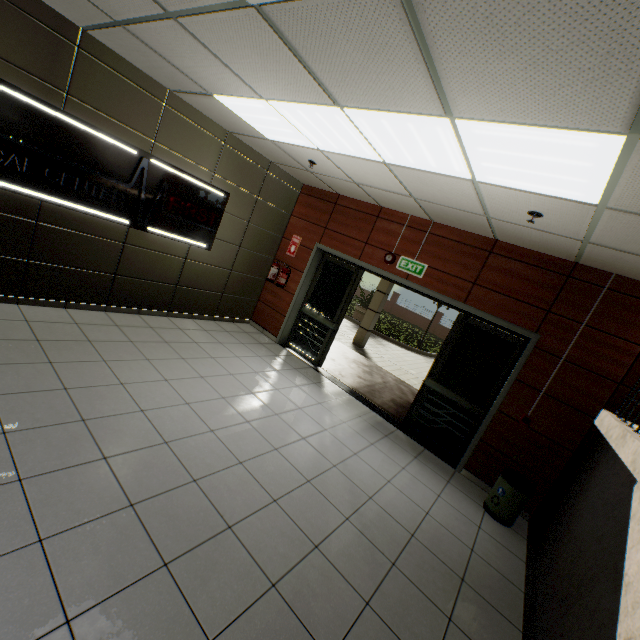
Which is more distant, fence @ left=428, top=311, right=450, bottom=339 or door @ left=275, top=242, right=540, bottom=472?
fence @ left=428, top=311, right=450, bottom=339

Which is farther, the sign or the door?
the door

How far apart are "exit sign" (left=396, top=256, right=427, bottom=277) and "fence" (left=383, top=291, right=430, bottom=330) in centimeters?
2389cm

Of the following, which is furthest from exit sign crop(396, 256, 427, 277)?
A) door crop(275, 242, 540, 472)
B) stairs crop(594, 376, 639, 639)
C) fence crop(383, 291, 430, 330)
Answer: fence crop(383, 291, 430, 330)

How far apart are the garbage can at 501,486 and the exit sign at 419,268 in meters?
2.9

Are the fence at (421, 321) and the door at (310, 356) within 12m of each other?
no

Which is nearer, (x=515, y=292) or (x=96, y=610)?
(x=96, y=610)

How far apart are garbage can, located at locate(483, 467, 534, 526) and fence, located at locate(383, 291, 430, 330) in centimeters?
2449cm
